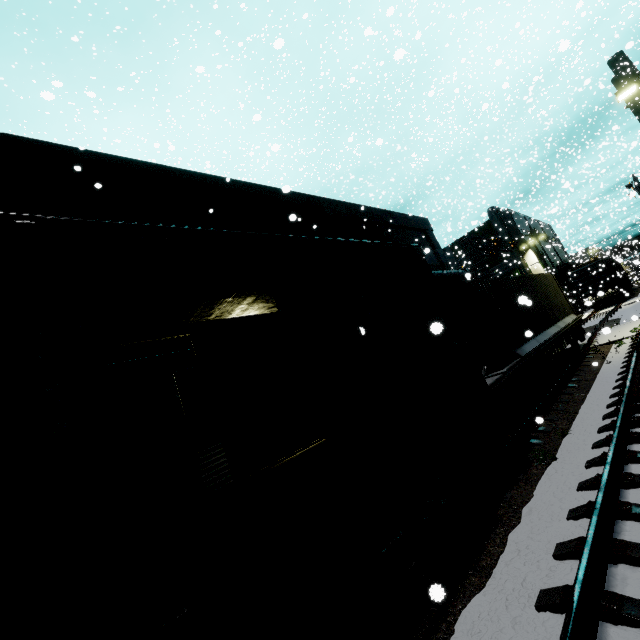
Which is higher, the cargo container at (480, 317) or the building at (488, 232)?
the building at (488, 232)

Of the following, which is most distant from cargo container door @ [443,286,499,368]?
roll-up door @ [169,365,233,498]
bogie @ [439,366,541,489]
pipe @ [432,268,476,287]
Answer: A: roll-up door @ [169,365,233,498]

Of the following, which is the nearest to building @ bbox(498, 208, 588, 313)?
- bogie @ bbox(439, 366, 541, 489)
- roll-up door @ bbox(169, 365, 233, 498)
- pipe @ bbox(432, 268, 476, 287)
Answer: pipe @ bbox(432, 268, 476, 287)

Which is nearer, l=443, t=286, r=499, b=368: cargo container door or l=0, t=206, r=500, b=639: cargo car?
l=0, t=206, r=500, b=639: cargo car

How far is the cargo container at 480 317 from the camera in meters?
8.9

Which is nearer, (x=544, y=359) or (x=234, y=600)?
(x=234, y=600)

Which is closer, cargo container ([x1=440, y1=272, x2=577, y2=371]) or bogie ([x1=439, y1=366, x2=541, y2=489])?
bogie ([x1=439, y1=366, x2=541, y2=489])

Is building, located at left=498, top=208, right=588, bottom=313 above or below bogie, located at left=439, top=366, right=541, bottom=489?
above
